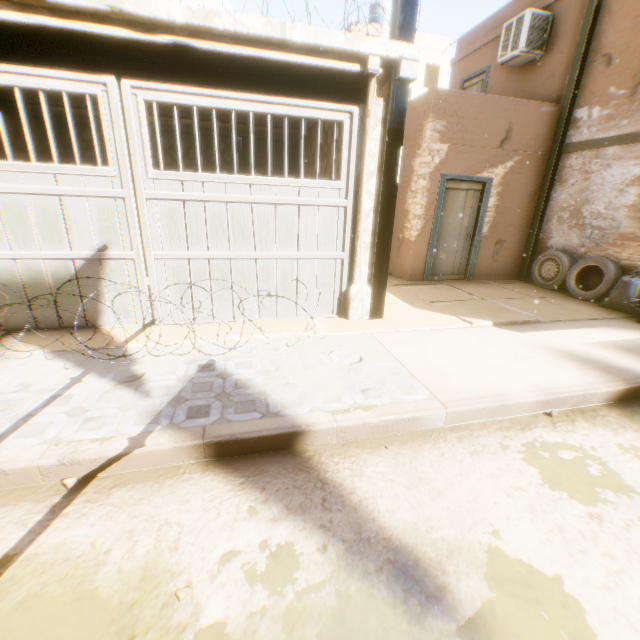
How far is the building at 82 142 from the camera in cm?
809

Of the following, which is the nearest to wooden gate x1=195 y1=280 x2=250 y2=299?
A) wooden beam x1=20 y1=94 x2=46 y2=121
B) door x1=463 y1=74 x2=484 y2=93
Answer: wooden beam x1=20 y1=94 x2=46 y2=121

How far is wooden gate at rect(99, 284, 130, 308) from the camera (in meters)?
4.39

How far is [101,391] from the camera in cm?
314

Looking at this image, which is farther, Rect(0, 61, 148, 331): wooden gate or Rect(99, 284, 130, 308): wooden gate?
Rect(99, 284, 130, 308): wooden gate

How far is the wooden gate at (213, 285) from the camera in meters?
4.7

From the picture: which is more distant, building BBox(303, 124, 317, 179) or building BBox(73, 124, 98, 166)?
building BBox(73, 124, 98, 166)

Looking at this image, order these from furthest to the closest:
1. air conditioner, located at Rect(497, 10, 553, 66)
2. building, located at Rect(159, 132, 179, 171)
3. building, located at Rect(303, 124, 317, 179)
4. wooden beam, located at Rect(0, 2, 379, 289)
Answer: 1. building, located at Rect(159, 132, 179, 171)
2. air conditioner, located at Rect(497, 10, 553, 66)
3. building, located at Rect(303, 124, 317, 179)
4. wooden beam, located at Rect(0, 2, 379, 289)
